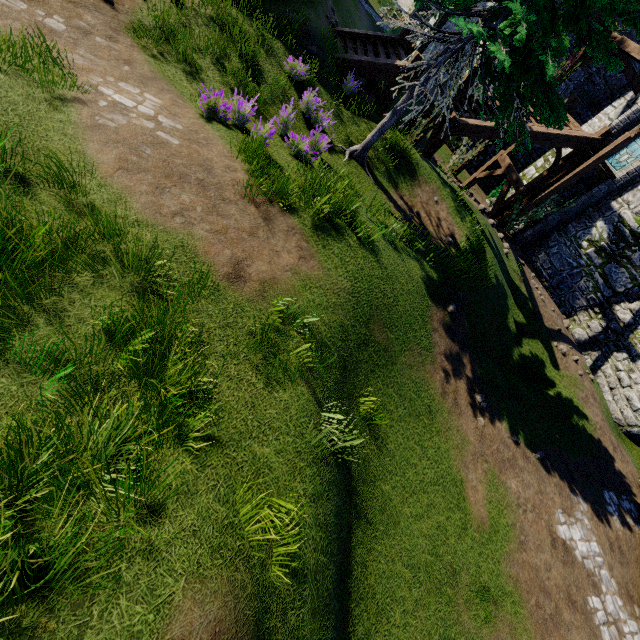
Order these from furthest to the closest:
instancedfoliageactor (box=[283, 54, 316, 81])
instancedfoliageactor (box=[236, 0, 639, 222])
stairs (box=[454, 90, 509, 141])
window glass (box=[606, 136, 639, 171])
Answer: window glass (box=[606, 136, 639, 171]) → stairs (box=[454, 90, 509, 141]) → instancedfoliageactor (box=[283, 54, 316, 81]) → instancedfoliageactor (box=[236, 0, 639, 222])

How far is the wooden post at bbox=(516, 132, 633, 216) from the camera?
11.5 meters

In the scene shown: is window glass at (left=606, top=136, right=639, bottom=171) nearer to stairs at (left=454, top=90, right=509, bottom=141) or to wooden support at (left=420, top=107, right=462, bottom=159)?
stairs at (left=454, top=90, right=509, bottom=141)

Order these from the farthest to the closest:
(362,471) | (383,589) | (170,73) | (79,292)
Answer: (170,73) < (362,471) < (383,589) < (79,292)

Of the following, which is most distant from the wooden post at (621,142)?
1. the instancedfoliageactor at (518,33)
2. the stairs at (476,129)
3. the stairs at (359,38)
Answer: the stairs at (359,38)

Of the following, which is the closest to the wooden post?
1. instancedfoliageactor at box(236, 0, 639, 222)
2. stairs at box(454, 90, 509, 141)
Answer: stairs at box(454, 90, 509, 141)

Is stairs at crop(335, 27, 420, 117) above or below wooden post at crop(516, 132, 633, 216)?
below

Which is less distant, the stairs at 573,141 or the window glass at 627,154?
the stairs at 573,141
